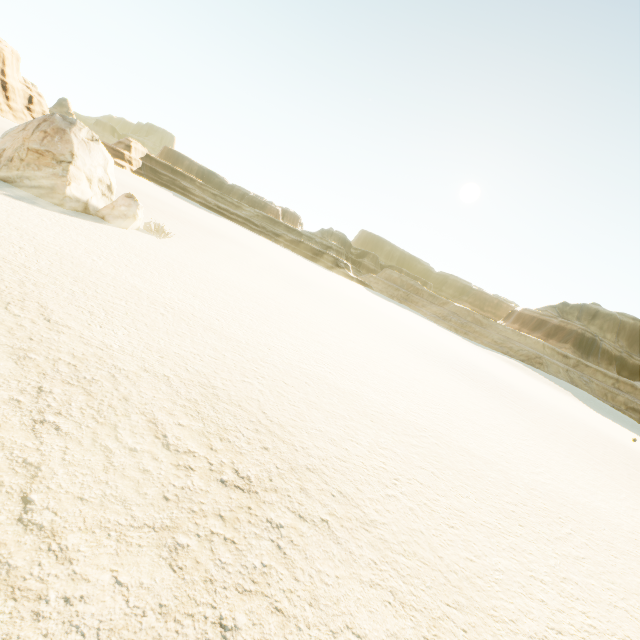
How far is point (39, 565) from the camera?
2.6 meters
